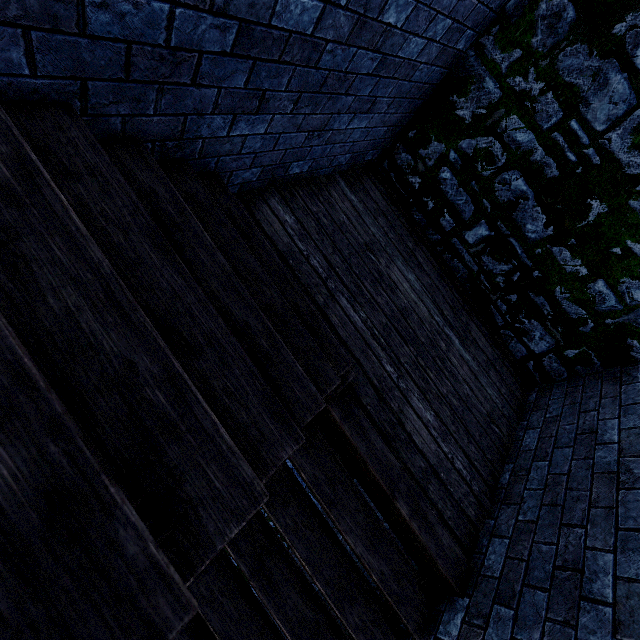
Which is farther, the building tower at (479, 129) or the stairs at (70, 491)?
the building tower at (479, 129)

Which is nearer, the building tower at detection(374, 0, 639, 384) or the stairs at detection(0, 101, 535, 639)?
the stairs at detection(0, 101, 535, 639)

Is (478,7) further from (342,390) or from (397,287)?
(342,390)
